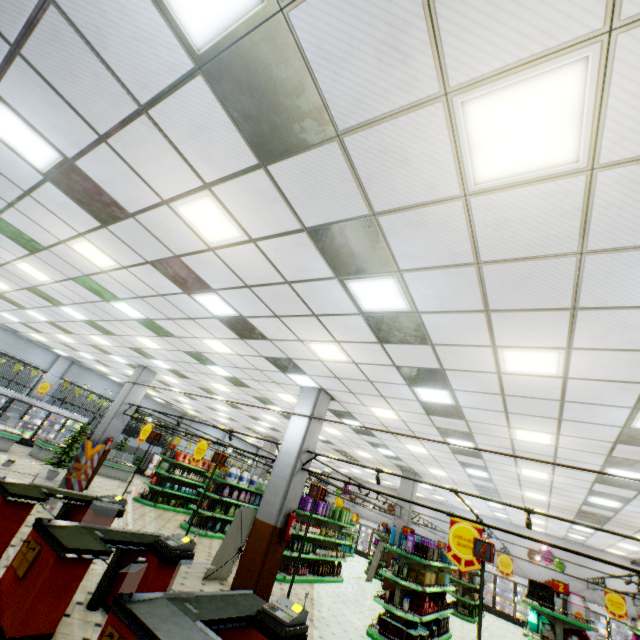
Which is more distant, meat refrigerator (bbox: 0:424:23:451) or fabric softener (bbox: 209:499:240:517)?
meat refrigerator (bbox: 0:424:23:451)

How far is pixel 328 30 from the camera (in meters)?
2.18

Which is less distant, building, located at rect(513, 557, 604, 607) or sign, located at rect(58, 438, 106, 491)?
sign, located at rect(58, 438, 106, 491)

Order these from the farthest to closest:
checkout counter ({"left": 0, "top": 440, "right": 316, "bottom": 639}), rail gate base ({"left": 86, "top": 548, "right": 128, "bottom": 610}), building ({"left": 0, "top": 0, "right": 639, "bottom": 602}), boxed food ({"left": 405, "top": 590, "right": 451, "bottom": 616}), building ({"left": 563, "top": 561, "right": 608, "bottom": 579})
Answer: building ({"left": 563, "top": 561, "right": 608, "bottom": 579}) < boxed food ({"left": 405, "top": 590, "right": 451, "bottom": 616}) < rail gate base ({"left": 86, "top": 548, "right": 128, "bottom": 610}) < checkout counter ({"left": 0, "top": 440, "right": 316, "bottom": 639}) < building ({"left": 0, "top": 0, "right": 639, "bottom": 602})

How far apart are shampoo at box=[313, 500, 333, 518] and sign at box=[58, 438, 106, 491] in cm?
827

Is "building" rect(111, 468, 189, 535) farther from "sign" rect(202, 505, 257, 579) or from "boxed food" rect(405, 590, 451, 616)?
"boxed food" rect(405, 590, 451, 616)

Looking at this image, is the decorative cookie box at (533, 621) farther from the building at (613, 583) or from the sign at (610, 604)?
the sign at (610, 604)

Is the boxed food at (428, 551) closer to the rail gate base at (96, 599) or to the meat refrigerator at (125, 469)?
the rail gate base at (96, 599)
